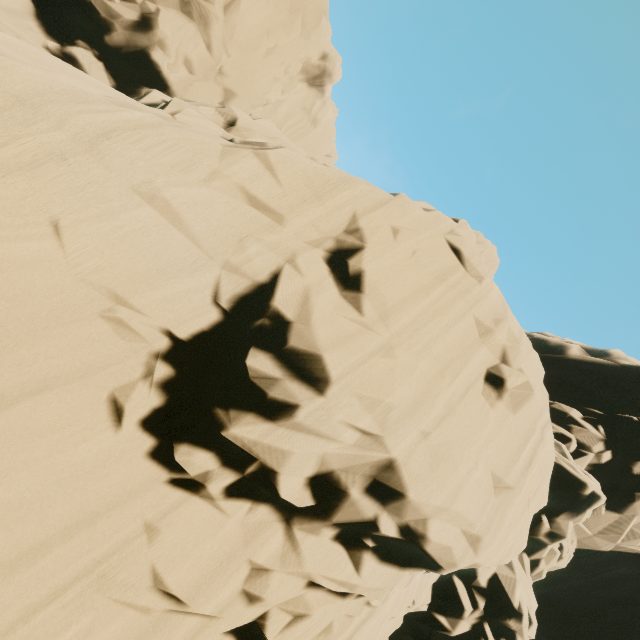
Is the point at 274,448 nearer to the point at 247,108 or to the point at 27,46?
the point at 27,46
